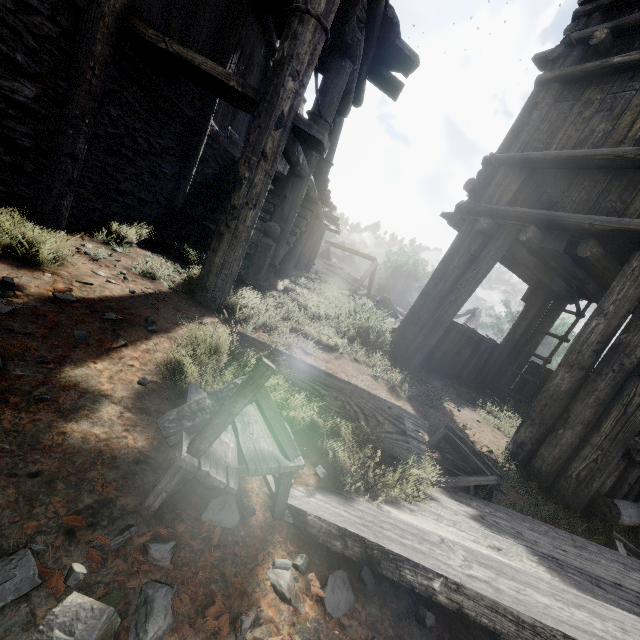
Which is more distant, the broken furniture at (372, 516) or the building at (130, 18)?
the building at (130, 18)

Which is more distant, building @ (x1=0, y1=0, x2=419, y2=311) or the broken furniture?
building @ (x1=0, y1=0, x2=419, y2=311)

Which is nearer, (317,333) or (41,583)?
(41,583)
